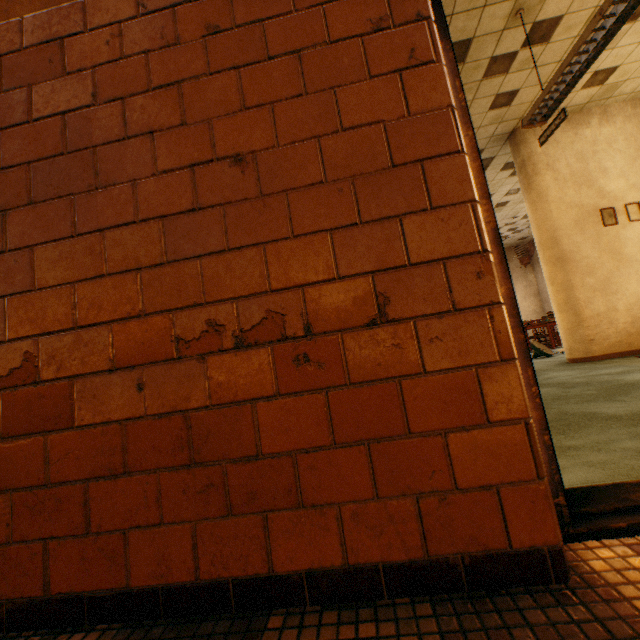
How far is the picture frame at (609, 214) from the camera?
5.0 meters

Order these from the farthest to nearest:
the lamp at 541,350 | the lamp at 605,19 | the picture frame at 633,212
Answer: the lamp at 541,350, the picture frame at 633,212, the lamp at 605,19

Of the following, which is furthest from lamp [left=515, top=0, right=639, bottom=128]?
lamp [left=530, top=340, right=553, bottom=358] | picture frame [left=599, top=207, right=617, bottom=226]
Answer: lamp [left=530, top=340, right=553, bottom=358]

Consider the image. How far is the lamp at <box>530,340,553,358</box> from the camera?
6.6 meters

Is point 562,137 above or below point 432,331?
above

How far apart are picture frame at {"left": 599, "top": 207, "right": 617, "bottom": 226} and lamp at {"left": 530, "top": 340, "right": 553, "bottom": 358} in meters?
2.6 m

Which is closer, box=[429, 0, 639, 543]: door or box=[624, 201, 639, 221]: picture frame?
box=[429, 0, 639, 543]: door

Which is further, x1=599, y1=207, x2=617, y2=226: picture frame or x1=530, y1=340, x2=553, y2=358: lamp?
x1=530, y1=340, x2=553, y2=358: lamp
